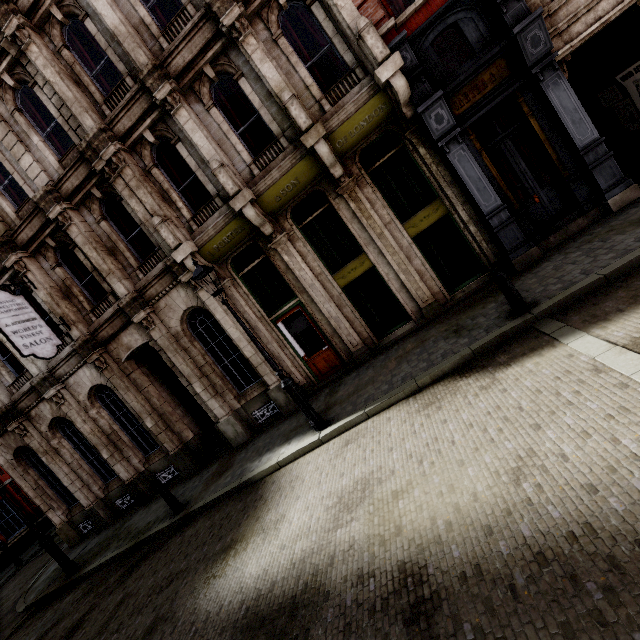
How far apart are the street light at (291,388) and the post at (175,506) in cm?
470

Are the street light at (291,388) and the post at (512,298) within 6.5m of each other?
yes

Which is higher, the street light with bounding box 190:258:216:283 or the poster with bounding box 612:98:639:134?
the street light with bounding box 190:258:216:283

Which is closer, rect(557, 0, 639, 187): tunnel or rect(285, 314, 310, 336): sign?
rect(557, 0, 639, 187): tunnel

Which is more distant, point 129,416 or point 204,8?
point 129,416

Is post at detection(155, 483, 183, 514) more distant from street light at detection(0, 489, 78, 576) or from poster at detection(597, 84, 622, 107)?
poster at detection(597, 84, 622, 107)

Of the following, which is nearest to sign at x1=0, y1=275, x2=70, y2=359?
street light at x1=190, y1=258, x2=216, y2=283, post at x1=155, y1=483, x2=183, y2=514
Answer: post at x1=155, y1=483, x2=183, y2=514

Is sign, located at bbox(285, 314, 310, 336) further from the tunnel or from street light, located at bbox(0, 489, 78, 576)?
street light, located at bbox(0, 489, 78, 576)
